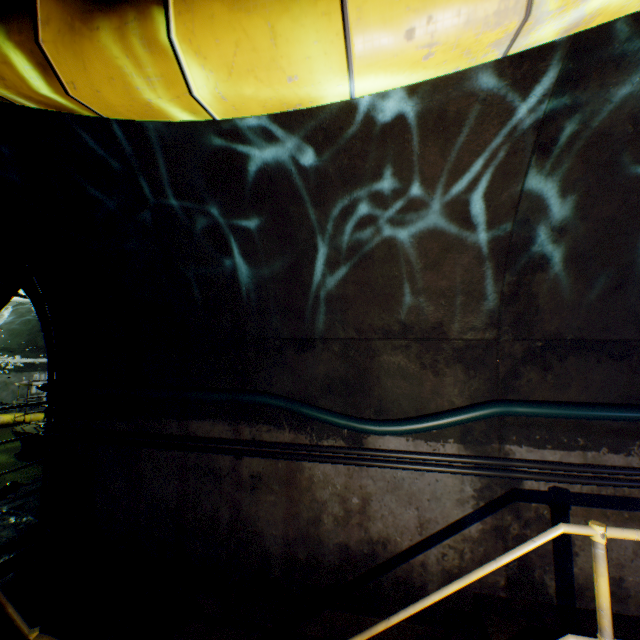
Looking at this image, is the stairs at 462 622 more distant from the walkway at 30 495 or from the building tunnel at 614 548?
the walkway at 30 495

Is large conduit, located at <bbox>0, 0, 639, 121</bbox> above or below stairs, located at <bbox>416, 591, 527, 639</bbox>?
above

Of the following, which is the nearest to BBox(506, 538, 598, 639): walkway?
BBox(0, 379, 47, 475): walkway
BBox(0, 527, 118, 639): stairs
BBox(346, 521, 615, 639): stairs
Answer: BBox(346, 521, 615, 639): stairs

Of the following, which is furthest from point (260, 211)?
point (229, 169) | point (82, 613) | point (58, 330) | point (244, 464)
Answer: point (82, 613)

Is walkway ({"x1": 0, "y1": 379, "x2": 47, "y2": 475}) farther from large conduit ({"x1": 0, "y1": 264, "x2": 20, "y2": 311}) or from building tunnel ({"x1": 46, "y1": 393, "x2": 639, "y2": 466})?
large conduit ({"x1": 0, "y1": 264, "x2": 20, "y2": 311})

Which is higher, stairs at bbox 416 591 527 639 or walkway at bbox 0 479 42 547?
walkway at bbox 0 479 42 547

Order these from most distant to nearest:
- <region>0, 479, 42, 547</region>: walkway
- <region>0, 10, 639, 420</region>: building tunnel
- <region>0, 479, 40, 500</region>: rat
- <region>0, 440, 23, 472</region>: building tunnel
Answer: <region>0, 440, 23, 472</region>: building tunnel
<region>0, 479, 40, 500</region>: rat
<region>0, 479, 42, 547</region>: walkway
<region>0, 10, 639, 420</region>: building tunnel

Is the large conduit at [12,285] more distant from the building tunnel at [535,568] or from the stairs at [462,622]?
the stairs at [462,622]
